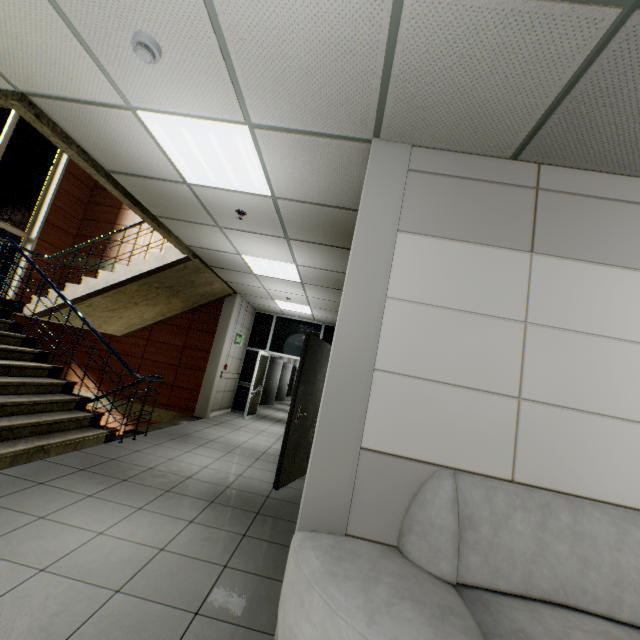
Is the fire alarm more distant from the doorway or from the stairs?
the doorway

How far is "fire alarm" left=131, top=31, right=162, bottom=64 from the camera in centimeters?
195cm

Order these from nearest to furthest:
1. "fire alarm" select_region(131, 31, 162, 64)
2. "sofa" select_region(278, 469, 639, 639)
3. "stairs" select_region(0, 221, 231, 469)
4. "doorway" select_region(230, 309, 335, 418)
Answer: "sofa" select_region(278, 469, 639, 639)
"fire alarm" select_region(131, 31, 162, 64)
"stairs" select_region(0, 221, 231, 469)
"doorway" select_region(230, 309, 335, 418)

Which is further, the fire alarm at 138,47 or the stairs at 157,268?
the stairs at 157,268

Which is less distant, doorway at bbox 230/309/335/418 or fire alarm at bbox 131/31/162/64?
fire alarm at bbox 131/31/162/64

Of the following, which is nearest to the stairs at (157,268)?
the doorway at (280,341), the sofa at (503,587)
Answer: the doorway at (280,341)

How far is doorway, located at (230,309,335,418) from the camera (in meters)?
9.51

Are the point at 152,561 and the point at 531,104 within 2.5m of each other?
no
